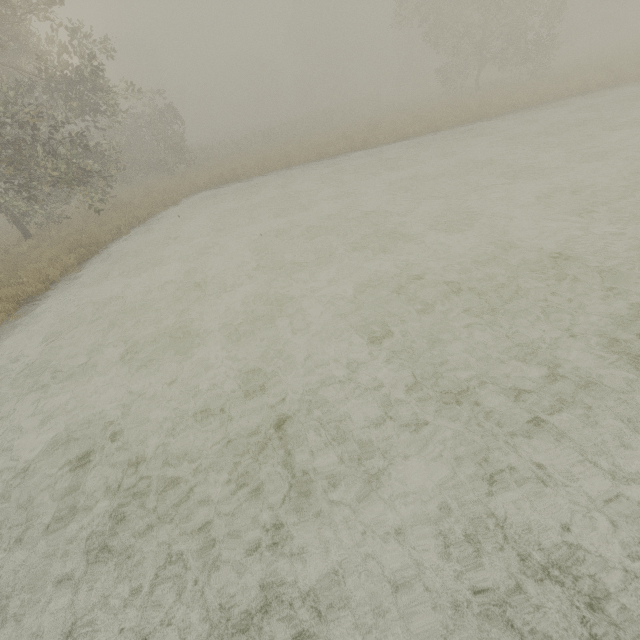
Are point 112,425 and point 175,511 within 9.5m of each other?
yes
